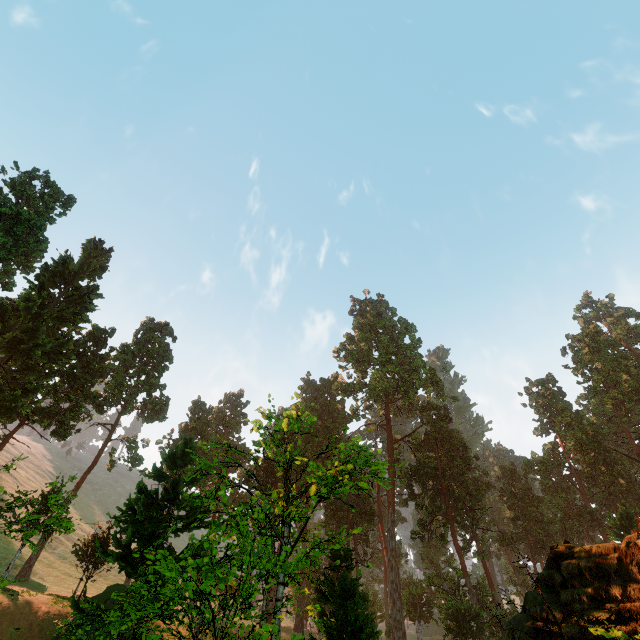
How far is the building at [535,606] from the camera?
9.6 meters

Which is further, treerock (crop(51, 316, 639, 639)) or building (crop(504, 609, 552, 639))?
treerock (crop(51, 316, 639, 639))

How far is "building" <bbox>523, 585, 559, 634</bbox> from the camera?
9.55m

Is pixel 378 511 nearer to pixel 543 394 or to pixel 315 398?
pixel 315 398

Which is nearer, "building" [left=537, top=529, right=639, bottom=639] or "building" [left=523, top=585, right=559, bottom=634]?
"building" [left=537, top=529, right=639, bottom=639]

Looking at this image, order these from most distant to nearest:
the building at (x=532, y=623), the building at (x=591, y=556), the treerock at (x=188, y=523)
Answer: the treerock at (x=188, y=523), the building at (x=532, y=623), the building at (x=591, y=556)

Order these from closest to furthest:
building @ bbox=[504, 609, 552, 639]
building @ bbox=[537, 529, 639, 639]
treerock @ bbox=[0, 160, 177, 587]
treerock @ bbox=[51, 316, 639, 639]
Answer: building @ bbox=[537, 529, 639, 639] → building @ bbox=[504, 609, 552, 639] → treerock @ bbox=[51, 316, 639, 639] → treerock @ bbox=[0, 160, 177, 587]
